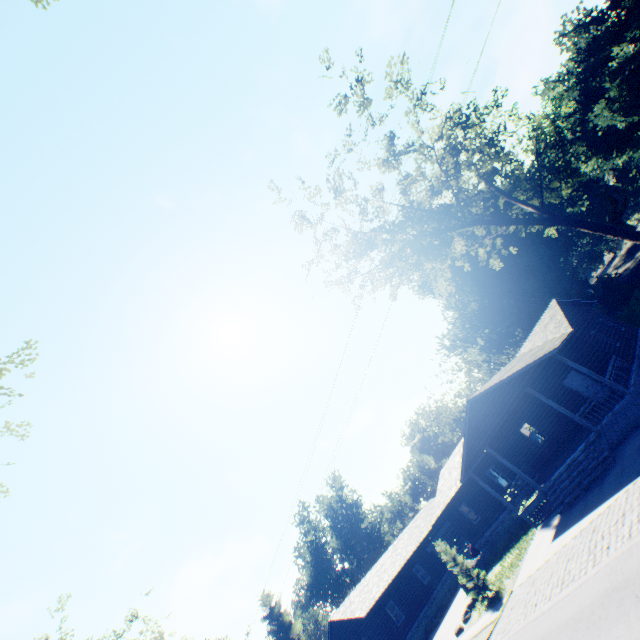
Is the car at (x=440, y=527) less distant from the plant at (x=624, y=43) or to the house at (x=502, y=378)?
the house at (x=502, y=378)

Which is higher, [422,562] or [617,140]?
[617,140]

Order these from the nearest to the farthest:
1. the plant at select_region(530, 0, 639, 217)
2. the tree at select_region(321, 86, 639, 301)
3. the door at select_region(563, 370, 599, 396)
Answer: the tree at select_region(321, 86, 639, 301), the door at select_region(563, 370, 599, 396), the plant at select_region(530, 0, 639, 217)

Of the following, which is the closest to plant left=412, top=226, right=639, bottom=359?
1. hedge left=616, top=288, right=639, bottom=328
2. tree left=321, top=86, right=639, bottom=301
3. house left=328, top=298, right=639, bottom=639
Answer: hedge left=616, top=288, right=639, bottom=328

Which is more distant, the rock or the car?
the car

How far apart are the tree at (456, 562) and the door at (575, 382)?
12.8 meters

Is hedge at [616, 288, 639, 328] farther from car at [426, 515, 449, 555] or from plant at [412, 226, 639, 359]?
car at [426, 515, 449, 555]

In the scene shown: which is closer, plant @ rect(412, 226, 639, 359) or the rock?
the rock
